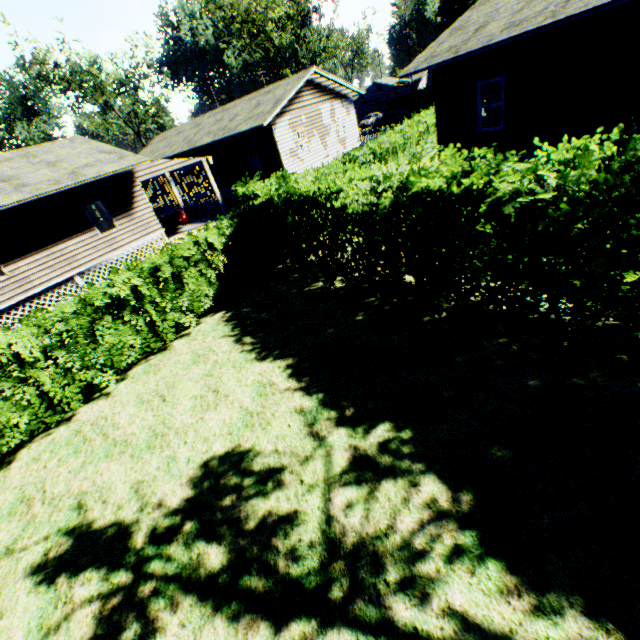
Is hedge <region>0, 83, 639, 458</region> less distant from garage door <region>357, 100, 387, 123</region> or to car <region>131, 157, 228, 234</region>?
car <region>131, 157, 228, 234</region>

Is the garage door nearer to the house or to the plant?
the plant

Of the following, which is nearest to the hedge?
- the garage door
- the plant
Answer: the garage door

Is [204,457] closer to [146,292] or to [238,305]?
[146,292]

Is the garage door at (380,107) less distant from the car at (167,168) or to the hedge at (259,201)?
the hedge at (259,201)

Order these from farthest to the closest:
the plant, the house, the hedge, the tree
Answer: the plant
the tree
the house
the hedge

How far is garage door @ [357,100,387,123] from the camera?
54.9m

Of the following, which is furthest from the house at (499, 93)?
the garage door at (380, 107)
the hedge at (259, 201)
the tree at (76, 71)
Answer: the tree at (76, 71)
